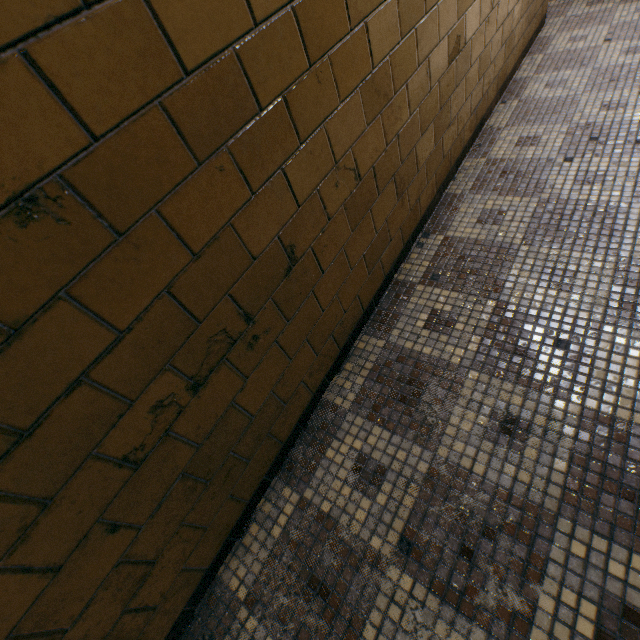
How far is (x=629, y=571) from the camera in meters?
0.9 m
